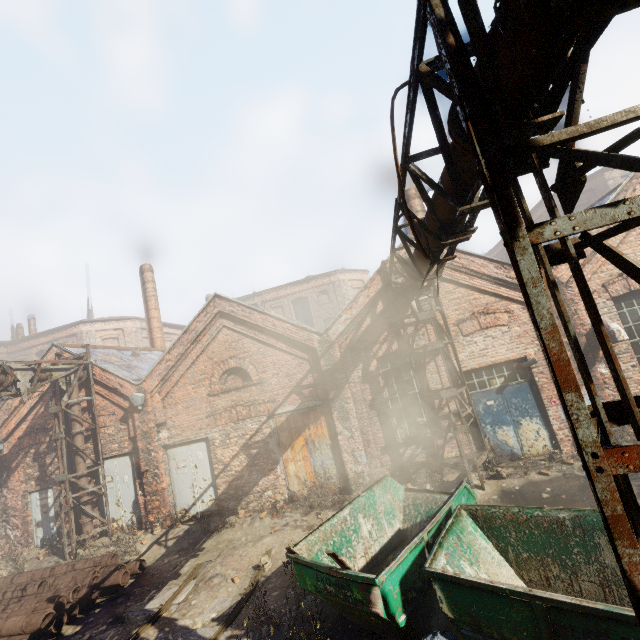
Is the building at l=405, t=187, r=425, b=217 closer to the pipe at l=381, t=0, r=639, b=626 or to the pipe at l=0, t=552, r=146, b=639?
the pipe at l=381, t=0, r=639, b=626

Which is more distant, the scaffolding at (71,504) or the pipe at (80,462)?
the pipe at (80,462)

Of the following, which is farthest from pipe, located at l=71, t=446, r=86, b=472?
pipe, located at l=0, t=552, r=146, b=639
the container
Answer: pipe, located at l=0, t=552, r=146, b=639

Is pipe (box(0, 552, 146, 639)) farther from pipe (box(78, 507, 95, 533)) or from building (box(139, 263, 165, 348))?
building (box(139, 263, 165, 348))

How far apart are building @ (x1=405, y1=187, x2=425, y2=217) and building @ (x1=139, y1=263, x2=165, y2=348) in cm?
1502

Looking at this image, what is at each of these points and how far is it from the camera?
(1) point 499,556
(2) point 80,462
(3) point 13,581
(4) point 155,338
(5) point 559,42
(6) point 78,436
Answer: (1) container, 4.9m
(2) pipe, 11.1m
(3) pipe, 8.3m
(4) building, 19.1m
(5) pipe, 1.9m
(6) pipe, 11.2m

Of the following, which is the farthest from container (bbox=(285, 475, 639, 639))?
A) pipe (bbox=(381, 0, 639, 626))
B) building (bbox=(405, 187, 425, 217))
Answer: building (bbox=(405, 187, 425, 217))

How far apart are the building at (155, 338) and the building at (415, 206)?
15.0 meters
